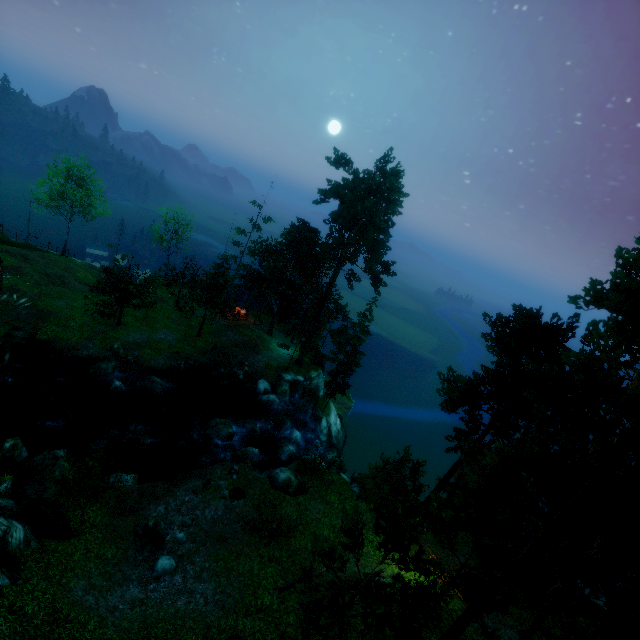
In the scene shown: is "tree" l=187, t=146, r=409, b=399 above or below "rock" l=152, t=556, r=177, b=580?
above

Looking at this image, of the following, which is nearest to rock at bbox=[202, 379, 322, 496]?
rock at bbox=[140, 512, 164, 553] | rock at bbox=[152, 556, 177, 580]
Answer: rock at bbox=[140, 512, 164, 553]

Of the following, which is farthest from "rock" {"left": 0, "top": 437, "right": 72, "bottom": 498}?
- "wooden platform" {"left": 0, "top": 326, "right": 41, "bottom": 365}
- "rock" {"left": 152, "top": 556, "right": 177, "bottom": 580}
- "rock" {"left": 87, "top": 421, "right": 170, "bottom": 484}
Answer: "wooden platform" {"left": 0, "top": 326, "right": 41, "bottom": 365}

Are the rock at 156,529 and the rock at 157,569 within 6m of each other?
yes

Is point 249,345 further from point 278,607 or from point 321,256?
point 278,607

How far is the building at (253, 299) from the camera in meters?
40.8

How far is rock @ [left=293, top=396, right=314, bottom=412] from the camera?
36.6 meters

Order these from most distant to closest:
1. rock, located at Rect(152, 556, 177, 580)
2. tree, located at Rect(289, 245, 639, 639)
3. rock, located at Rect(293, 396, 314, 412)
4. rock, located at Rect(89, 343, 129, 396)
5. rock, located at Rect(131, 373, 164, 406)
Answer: rock, located at Rect(293, 396, 314, 412)
rock, located at Rect(131, 373, 164, 406)
rock, located at Rect(89, 343, 129, 396)
rock, located at Rect(152, 556, 177, 580)
tree, located at Rect(289, 245, 639, 639)
